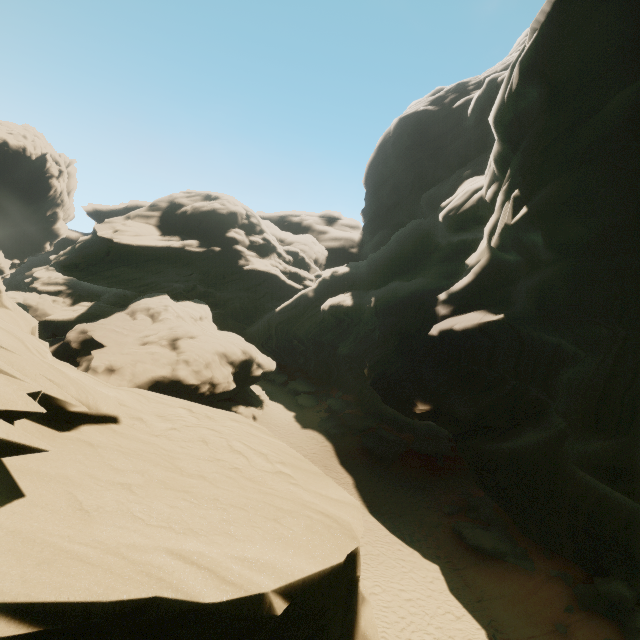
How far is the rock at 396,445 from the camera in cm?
2752

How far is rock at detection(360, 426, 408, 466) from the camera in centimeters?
2752cm

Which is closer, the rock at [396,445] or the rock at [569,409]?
the rock at [569,409]

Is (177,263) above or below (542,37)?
below

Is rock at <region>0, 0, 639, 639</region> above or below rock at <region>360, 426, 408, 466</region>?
above

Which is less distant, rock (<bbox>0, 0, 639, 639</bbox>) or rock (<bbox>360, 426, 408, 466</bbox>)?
rock (<bbox>0, 0, 639, 639</bbox>)
